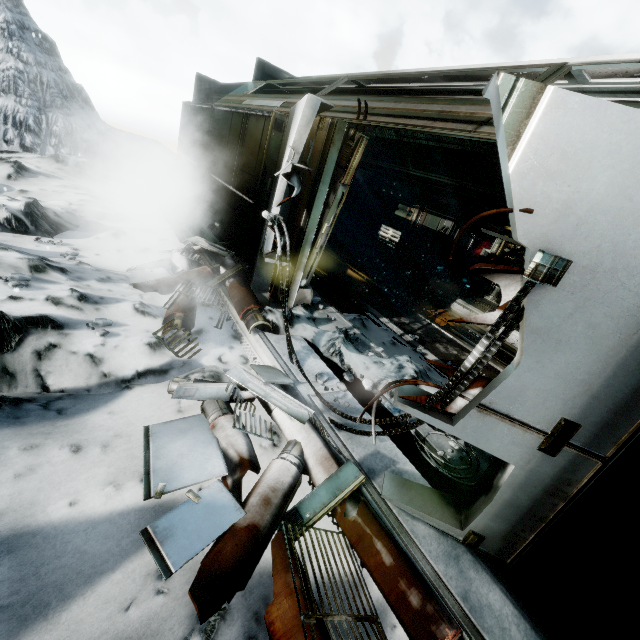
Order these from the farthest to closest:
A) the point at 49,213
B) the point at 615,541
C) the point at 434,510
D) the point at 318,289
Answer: the point at 318,289
the point at 49,213
the point at 434,510
the point at 615,541

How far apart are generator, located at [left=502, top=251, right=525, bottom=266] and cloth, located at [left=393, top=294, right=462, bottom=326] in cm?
96

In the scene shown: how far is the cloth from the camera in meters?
8.2 m

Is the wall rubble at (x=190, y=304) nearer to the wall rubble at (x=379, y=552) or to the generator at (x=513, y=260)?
the wall rubble at (x=379, y=552)

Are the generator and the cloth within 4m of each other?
yes

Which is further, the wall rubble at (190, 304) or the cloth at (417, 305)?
the cloth at (417, 305)

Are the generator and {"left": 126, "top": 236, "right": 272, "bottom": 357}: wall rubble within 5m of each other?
no

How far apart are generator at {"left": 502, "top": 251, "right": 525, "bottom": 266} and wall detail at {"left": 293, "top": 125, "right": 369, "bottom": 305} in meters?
6.0 m
